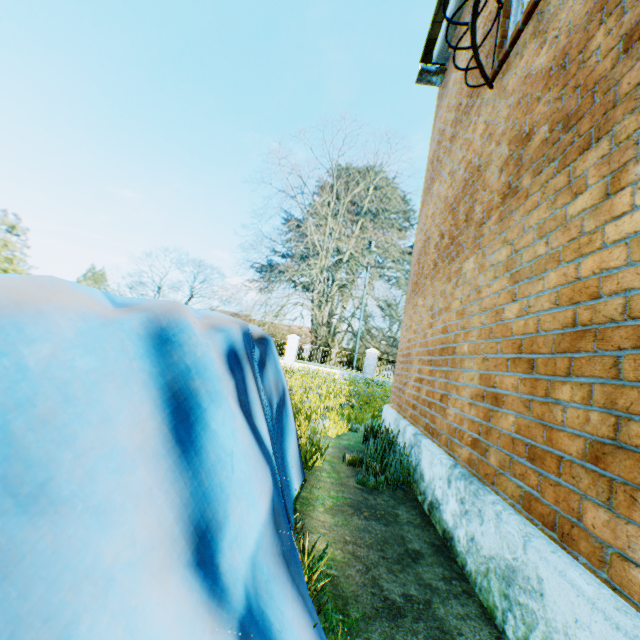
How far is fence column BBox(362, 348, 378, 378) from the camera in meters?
21.9 m

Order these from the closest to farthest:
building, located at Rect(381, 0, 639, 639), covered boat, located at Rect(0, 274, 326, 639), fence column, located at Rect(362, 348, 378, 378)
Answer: covered boat, located at Rect(0, 274, 326, 639) < building, located at Rect(381, 0, 639, 639) < fence column, located at Rect(362, 348, 378, 378)

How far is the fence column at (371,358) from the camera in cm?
2191

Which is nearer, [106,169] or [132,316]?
[132,316]

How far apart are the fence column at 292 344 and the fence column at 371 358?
4.7 meters

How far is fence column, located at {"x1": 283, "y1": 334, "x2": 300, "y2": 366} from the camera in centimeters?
2225cm

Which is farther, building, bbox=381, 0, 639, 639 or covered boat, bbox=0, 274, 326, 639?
building, bbox=381, 0, 639, 639

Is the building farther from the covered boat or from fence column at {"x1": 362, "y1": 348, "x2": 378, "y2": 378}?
fence column at {"x1": 362, "y1": 348, "x2": 378, "y2": 378}
